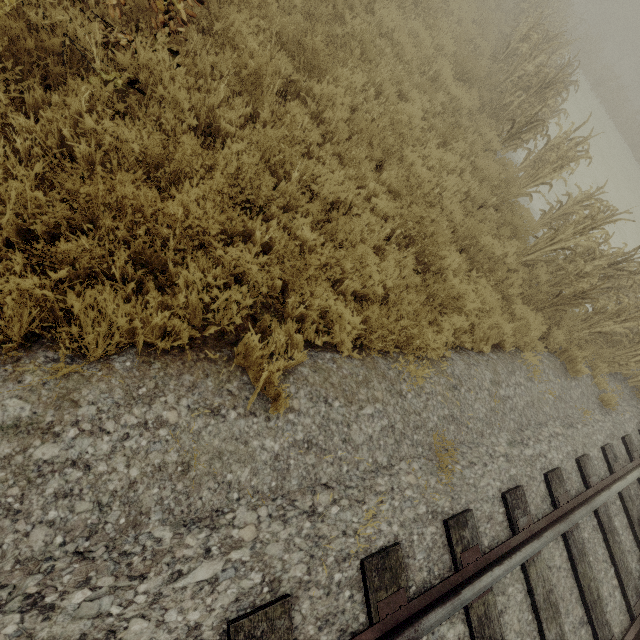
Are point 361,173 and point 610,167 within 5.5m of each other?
no

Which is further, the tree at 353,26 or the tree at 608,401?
the tree at 608,401

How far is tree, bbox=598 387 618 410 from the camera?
6.2m

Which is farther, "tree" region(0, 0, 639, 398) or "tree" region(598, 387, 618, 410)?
"tree" region(598, 387, 618, 410)

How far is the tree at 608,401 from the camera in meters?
6.2 m
